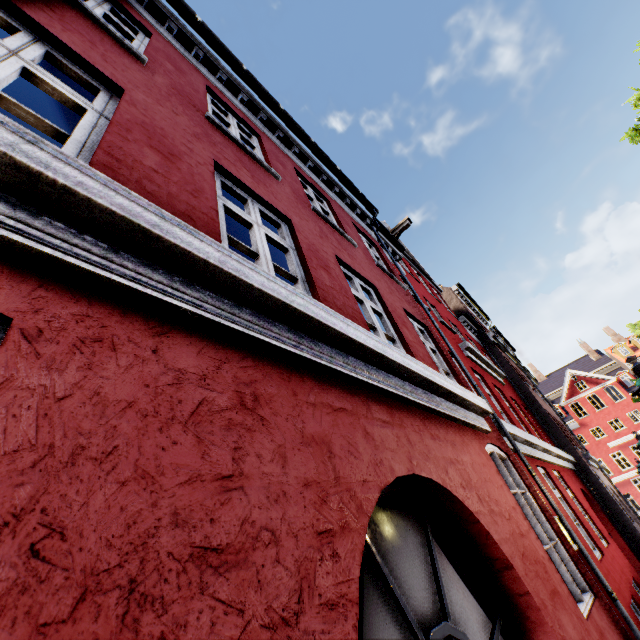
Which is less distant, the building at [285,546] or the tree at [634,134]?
the building at [285,546]

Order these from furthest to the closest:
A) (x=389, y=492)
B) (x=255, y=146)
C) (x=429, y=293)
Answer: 1. (x=429, y=293)
2. (x=255, y=146)
3. (x=389, y=492)

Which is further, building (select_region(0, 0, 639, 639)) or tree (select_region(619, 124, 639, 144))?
tree (select_region(619, 124, 639, 144))
